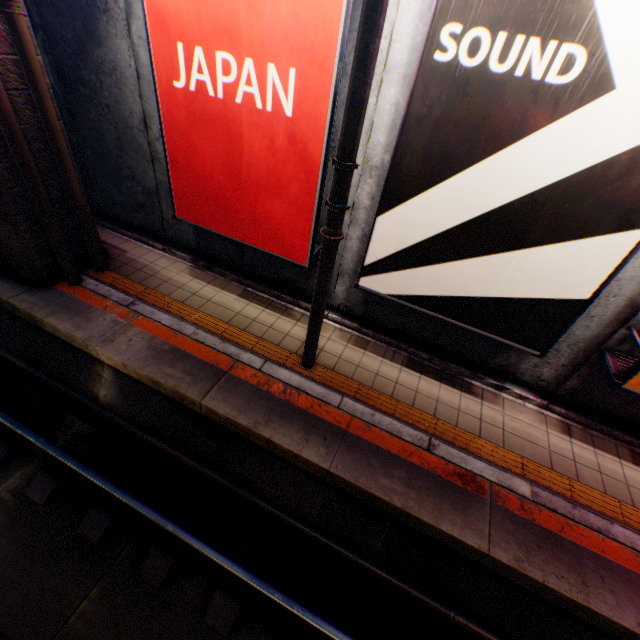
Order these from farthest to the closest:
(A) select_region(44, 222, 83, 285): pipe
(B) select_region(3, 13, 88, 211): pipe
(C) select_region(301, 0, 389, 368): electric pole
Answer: (A) select_region(44, 222, 83, 285): pipe, (B) select_region(3, 13, 88, 211): pipe, (C) select_region(301, 0, 389, 368): electric pole

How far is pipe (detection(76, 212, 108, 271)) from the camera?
5.61m

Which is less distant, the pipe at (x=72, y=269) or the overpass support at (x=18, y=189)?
the overpass support at (x=18, y=189)

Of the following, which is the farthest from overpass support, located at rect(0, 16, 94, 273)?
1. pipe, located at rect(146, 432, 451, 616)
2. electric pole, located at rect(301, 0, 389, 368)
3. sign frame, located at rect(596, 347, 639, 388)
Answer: sign frame, located at rect(596, 347, 639, 388)

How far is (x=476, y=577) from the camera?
4.0 meters

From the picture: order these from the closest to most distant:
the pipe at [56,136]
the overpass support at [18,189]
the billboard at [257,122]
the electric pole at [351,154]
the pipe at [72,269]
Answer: the electric pole at [351,154], the billboard at [257,122], the pipe at [56,136], the overpass support at [18,189], the pipe at [72,269]

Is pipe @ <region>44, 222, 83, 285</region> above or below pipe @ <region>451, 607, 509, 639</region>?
above

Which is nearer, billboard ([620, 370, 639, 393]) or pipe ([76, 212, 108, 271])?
billboard ([620, 370, 639, 393])
